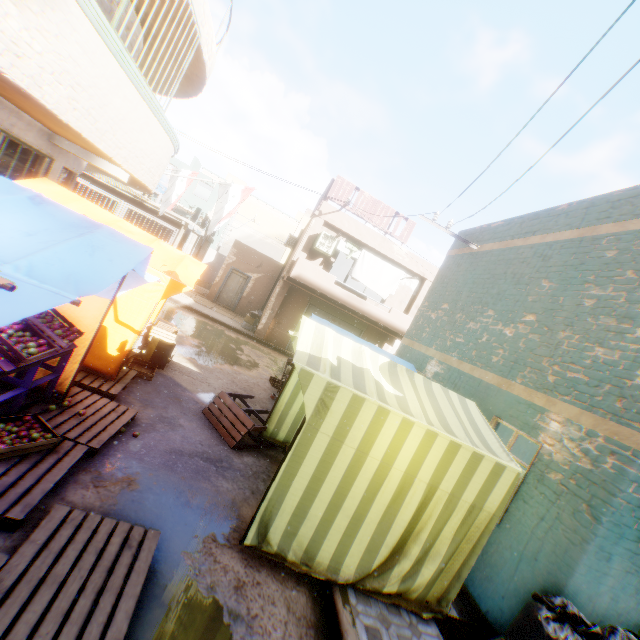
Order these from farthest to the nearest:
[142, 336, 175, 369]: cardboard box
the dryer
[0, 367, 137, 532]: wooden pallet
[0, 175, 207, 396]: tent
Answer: the dryer, [142, 336, 175, 369]: cardboard box, [0, 367, 137, 532]: wooden pallet, [0, 175, 207, 396]: tent

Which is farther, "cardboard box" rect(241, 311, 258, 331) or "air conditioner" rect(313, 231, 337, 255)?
"cardboard box" rect(241, 311, 258, 331)

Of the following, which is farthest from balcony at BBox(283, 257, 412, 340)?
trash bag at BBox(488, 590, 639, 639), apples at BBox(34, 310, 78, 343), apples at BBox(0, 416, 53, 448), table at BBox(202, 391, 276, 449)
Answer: apples at BBox(0, 416, 53, 448)

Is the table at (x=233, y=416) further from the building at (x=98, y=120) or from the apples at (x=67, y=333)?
the apples at (x=67, y=333)

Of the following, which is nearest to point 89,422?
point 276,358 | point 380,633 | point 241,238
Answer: point 380,633

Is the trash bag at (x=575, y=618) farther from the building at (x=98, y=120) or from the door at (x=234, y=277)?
the door at (x=234, y=277)

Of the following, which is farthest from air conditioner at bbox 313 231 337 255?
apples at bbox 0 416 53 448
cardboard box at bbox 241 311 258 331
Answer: cardboard box at bbox 241 311 258 331

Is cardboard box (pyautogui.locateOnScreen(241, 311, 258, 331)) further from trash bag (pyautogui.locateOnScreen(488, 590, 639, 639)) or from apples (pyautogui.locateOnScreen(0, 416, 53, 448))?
trash bag (pyautogui.locateOnScreen(488, 590, 639, 639))
